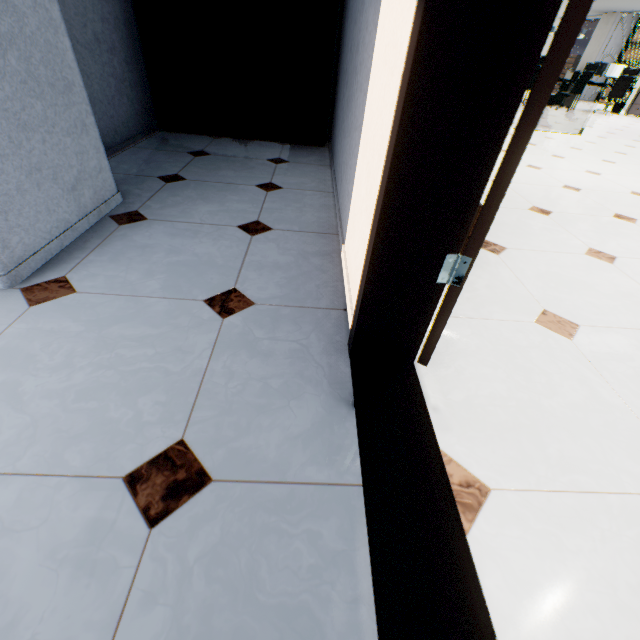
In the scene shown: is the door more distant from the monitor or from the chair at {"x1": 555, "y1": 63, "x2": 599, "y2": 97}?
the monitor

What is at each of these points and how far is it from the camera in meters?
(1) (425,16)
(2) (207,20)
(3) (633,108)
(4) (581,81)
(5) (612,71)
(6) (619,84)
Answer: (1) door, 0.6 m
(2) cupboard, 3.0 m
(3) rolling cabinet, 10.5 m
(4) chair, 9.5 m
(5) monitor, 10.5 m
(6) chair, 9.7 m

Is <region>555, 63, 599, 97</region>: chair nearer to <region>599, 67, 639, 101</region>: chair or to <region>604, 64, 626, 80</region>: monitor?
<region>599, 67, 639, 101</region>: chair

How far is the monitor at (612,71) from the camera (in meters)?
10.43

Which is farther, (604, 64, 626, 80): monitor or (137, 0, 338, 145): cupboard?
(604, 64, 626, 80): monitor

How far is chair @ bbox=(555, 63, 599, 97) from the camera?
9.23m

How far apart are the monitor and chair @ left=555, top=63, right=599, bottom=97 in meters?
1.8 m

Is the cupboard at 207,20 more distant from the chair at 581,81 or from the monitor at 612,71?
the monitor at 612,71
